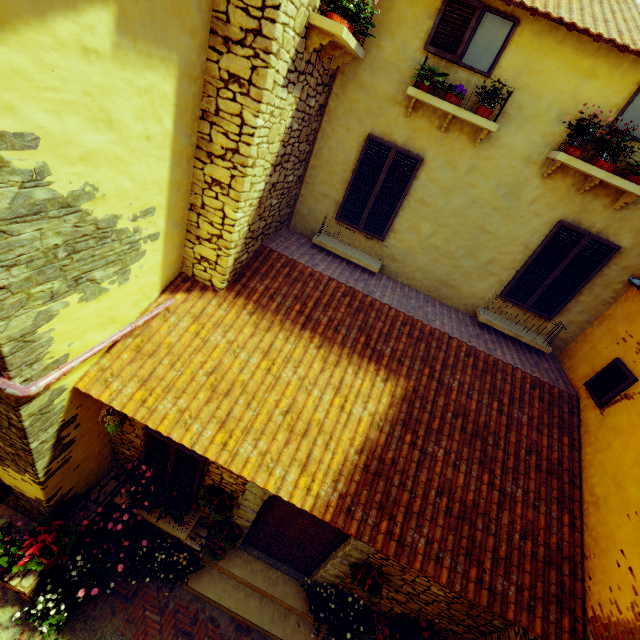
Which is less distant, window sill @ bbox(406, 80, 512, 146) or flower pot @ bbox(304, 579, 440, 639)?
window sill @ bbox(406, 80, 512, 146)

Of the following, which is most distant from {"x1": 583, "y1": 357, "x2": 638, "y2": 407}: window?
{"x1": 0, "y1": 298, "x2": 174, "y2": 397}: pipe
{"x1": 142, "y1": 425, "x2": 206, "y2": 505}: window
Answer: {"x1": 142, "y1": 425, "x2": 206, "y2": 505}: window

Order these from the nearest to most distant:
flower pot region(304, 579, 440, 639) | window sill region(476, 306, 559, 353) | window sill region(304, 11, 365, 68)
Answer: window sill region(304, 11, 365, 68) < flower pot region(304, 579, 440, 639) < window sill region(476, 306, 559, 353)

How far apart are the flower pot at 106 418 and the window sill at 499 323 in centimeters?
644cm

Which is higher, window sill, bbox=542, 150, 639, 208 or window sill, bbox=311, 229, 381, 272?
window sill, bbox=542, 150, 639, 208

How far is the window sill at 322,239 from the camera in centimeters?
659cm

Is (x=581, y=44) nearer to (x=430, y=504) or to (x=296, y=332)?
(x=296, y=332)

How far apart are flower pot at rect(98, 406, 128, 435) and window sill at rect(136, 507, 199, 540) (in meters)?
1.89
